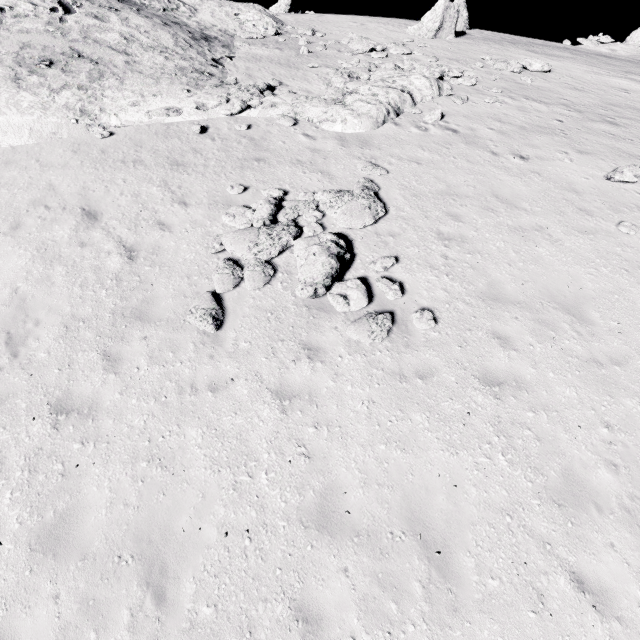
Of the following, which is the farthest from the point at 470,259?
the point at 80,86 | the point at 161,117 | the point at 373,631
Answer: the point at 80,86

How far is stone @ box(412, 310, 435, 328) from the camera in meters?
7.1

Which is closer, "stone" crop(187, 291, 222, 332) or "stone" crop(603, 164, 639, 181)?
"stone" crop(187, 291, 222, 332)

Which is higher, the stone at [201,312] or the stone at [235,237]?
the stone at [235,237]

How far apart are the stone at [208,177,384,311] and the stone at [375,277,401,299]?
0.3 meters

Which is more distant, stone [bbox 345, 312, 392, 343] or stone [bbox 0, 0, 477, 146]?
stone [bbox 0, 0, 477, 146]

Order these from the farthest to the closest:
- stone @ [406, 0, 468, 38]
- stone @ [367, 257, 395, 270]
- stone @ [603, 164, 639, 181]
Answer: stone @ [406, 0, 468, 38] < stone @ [603, 164, 639, 181] < stone @ [367, 257, 395, 270]

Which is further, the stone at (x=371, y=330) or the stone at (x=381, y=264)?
the stone at (x=381, y=264)
